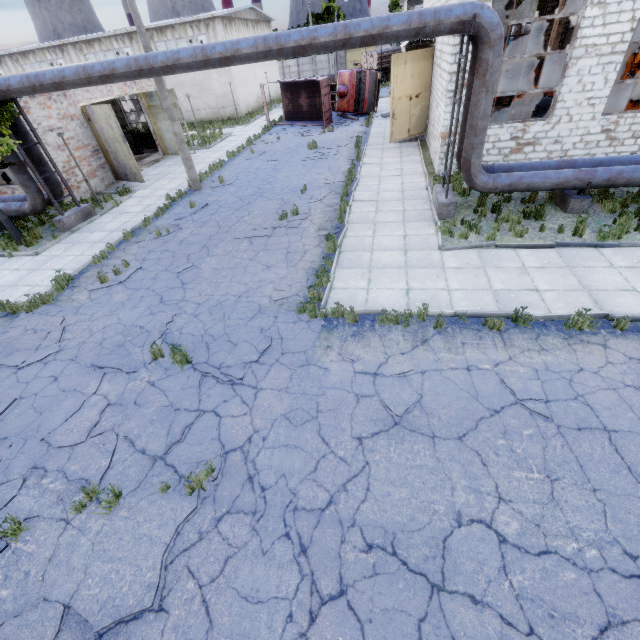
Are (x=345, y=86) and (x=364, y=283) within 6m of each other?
no

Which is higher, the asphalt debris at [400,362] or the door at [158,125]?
the door at [158,125]

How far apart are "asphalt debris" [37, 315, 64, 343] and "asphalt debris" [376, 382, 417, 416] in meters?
7.7

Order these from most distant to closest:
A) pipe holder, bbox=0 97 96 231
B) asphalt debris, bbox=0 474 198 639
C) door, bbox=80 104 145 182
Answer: door, bbox=80 104 145 182 < pipe holder, bbox=0 97 96 231 < asphalt debris, bbox=0 474 198 639

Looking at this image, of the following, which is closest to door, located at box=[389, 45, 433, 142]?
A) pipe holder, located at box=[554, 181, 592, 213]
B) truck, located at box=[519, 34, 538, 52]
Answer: pipe holder, located at box=[554, 181, 592, 213]

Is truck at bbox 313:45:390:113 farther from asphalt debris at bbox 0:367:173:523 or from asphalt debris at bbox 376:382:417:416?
asphalt debris at bbox 376:382:417:416

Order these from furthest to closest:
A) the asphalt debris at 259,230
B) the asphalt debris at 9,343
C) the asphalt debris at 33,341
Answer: the asphalt debris at 259,230 < the asphalt debris at 33,341 < the asphalt debris at 9,343

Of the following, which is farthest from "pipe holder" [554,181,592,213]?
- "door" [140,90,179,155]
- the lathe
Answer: the lathe
